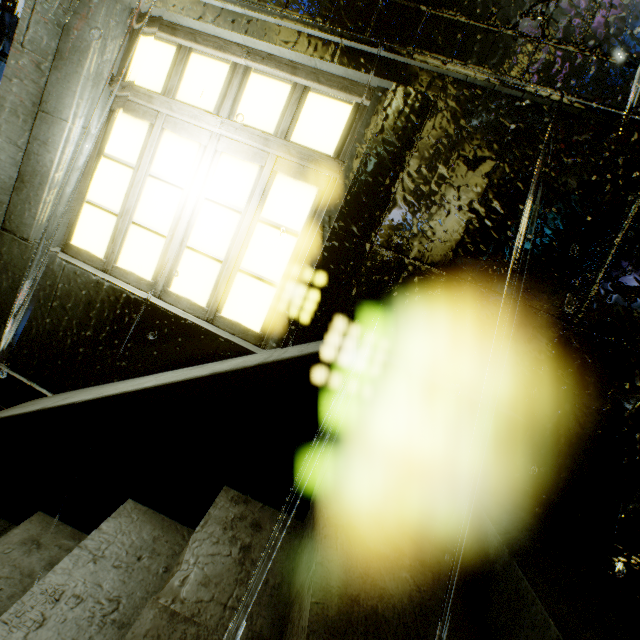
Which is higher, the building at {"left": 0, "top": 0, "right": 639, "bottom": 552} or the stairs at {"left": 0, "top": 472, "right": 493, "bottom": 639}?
the building at {"left": 0, "top": 0, "right": 639, "bottom": 552}

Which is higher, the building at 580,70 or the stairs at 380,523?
the building at 580,70

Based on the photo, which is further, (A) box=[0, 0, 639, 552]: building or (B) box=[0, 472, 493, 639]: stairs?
(A) box=[0, 0, 639, 552]: building

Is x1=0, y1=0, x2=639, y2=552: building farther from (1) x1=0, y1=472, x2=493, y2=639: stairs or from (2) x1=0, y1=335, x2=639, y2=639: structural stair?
(1) x1=0, y1=472, x2=493, y2=639: stairs

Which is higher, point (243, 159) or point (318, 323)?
point (243, 159)

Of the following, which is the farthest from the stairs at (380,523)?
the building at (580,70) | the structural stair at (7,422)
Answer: the building at (580,70)

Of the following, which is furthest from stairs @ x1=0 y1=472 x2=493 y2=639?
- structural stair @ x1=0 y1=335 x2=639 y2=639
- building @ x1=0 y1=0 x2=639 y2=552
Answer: building @ x1=0 y1=0 x2=639 y2=552
